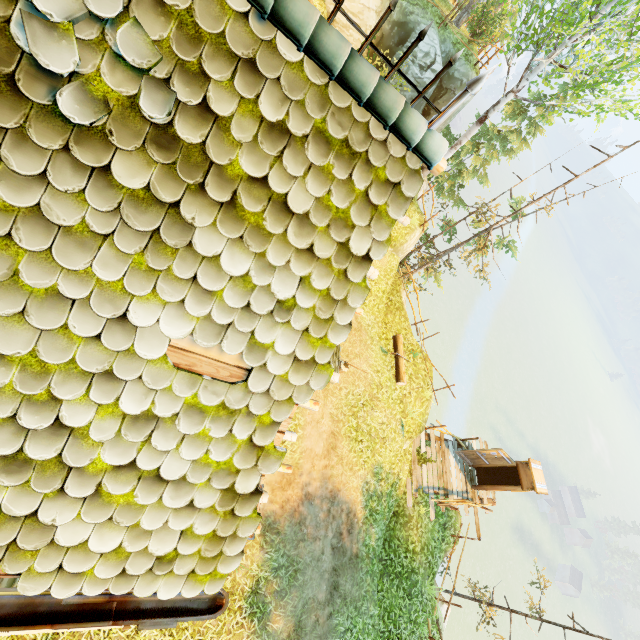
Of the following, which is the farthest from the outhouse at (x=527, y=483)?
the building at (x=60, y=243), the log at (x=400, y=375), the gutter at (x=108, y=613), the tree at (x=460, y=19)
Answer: the tree at (x=460, y=19)

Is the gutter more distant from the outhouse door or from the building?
the outhouse door

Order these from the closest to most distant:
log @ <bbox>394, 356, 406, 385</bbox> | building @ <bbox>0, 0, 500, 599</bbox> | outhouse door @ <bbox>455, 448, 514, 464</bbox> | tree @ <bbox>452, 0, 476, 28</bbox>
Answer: building @ <bbox>0, 0, 500, 599</bbox>
log @ <bbox>394, 356, 406, 385</bbox>
outhouse door @ <bbox>455, 448, 514, 464</bbox>
tree @ <bbox>452, 0, 476, 28</bbox>

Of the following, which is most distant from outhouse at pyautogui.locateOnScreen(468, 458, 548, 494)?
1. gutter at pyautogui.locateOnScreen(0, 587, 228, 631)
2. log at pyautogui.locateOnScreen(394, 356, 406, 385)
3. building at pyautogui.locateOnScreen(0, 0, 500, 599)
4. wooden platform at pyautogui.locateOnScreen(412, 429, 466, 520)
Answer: gutter at pyautogui.locateOnScreen(0, 587, 228, 631)

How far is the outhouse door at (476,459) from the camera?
13.05m

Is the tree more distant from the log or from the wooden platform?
the wooden platform

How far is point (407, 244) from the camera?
13.4m

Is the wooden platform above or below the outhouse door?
below
